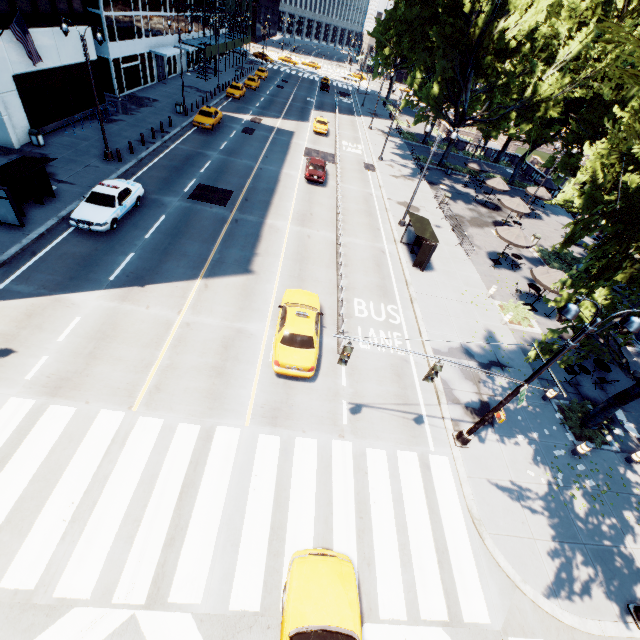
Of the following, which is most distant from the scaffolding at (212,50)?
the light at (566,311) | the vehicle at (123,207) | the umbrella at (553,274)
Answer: the light at (566,311)

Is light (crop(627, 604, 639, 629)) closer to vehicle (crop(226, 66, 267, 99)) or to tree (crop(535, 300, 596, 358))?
tree (crop(535, 300, 596, 358))

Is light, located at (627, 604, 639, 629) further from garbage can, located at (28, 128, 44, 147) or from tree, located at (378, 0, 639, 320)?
garbage can, located at (28, 128, 44, 147)

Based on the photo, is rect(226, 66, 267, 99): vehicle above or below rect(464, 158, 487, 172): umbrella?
below

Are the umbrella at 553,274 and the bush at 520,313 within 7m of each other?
yes

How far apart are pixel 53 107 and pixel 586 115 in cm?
5018

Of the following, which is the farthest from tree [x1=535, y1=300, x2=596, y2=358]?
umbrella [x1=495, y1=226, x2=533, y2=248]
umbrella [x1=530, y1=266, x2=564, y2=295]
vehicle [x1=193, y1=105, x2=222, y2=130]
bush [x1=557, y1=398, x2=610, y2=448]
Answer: vehicle [x1=193, y1=105, x2=222, y2=130]

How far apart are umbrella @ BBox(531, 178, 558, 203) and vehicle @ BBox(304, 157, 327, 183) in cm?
2185
